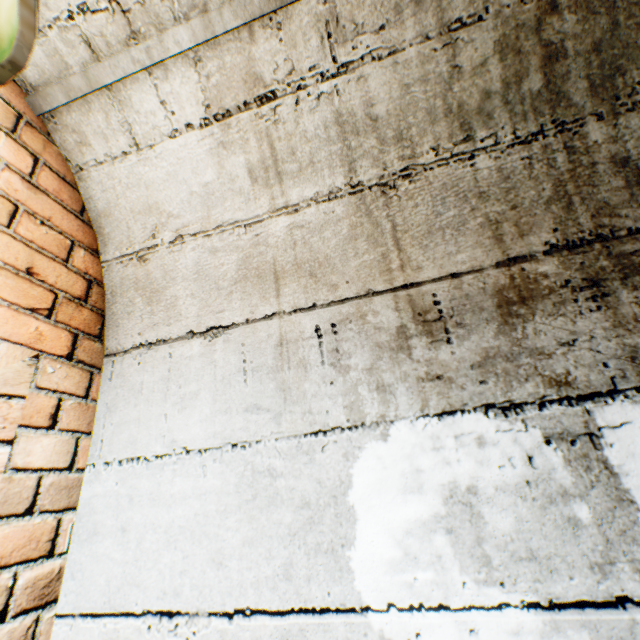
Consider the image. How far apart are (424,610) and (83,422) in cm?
99
